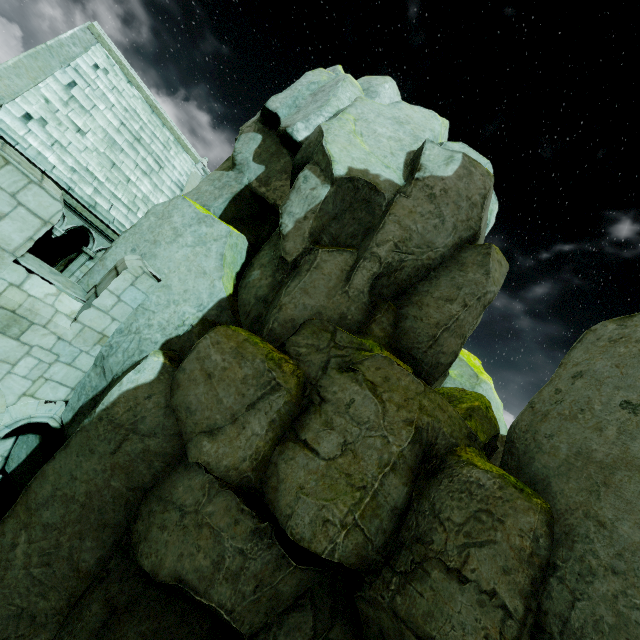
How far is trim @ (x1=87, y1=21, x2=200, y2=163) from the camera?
12.9m

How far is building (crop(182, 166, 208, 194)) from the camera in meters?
15.3 m

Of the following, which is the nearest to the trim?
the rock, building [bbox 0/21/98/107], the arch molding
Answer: building [bbox 0/21/98/107]

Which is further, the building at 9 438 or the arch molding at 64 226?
the arch molding at 64 226

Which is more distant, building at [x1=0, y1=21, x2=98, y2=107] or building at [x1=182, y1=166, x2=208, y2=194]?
building at [x1=182, y1=166, x2=208, y2=194]

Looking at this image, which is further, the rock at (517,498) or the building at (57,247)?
the building at (57,247)

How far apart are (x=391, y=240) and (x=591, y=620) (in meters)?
5.60
